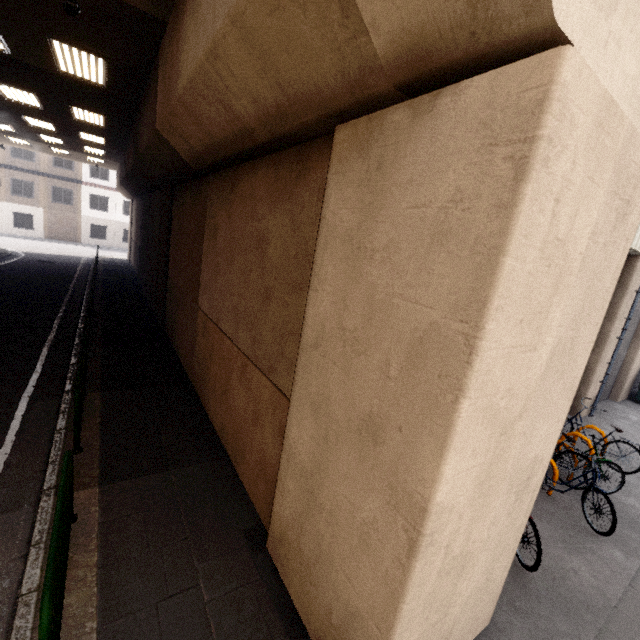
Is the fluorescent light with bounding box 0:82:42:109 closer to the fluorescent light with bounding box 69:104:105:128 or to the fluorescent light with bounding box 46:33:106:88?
the fluorescent light with bounding box 69:104:105:128

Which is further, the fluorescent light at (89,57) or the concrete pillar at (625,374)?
the concrete pillar at (625,374)

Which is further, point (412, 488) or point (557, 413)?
point (557, 413)

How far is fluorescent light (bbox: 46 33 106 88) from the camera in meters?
6.6

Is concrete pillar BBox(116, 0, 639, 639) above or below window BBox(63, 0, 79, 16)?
below

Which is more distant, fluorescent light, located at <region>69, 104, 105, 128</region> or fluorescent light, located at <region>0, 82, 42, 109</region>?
fluorescent light, located at <region>69, 104, 105, 128</region>

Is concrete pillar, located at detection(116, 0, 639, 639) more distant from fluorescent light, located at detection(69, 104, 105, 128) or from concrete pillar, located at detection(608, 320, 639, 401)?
concrete pillar, located at detection(608, 320, 639, 401)

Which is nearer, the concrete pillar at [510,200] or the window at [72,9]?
the concrete pillar at [510,200]
